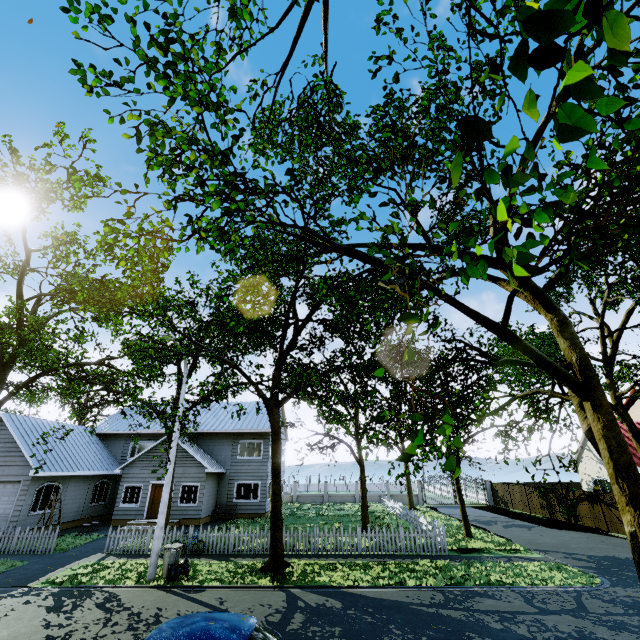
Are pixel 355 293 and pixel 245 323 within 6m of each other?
yes

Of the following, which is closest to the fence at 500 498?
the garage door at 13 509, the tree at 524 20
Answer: the tree at 524 20

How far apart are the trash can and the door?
11.1m

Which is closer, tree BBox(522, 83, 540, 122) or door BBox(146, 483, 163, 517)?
tree BBox(522, 83, 540, 122)

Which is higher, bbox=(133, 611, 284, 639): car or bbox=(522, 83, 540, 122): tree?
bbox=(522, 83, 540, 122): tree

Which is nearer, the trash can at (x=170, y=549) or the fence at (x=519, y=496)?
the trash can at (x=170, y=549)

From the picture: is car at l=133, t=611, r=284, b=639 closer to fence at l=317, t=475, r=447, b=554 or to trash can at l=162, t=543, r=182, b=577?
fence at l=317, t=475, r=447, b=554

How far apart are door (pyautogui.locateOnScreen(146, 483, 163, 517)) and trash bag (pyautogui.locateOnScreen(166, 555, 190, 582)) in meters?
11.1 m
